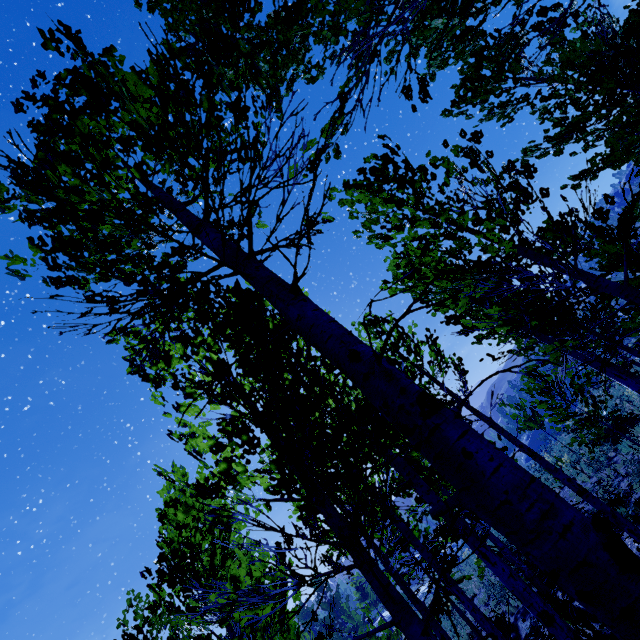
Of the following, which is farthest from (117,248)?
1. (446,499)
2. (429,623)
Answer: (429,623)
